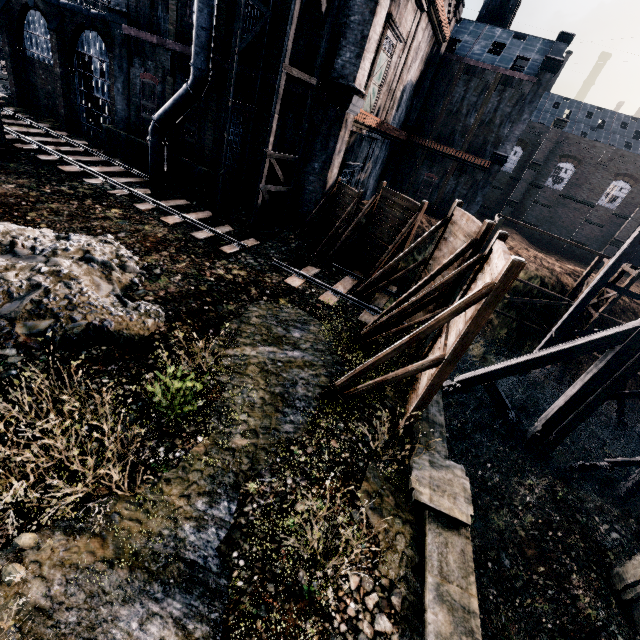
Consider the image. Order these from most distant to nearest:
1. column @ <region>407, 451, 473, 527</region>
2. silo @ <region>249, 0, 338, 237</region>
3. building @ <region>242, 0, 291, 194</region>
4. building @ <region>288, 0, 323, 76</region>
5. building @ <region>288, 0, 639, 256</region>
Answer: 1. building @ <region>288, 0, 639, 256</region>
2. building @ <region>242, 0, 291, 194</region>
3. building @ <region>288, 0, 323, 76</region>
4. silo @ <region>249, 0, 338, 237</region>
5. column @ <region>407, 451, 473, 527</region>

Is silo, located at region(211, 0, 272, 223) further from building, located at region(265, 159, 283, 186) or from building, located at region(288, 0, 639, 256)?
building, located at region(288, 0, 639, 256)

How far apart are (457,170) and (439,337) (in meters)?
25.64

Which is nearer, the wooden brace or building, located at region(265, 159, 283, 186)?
the wooden brace

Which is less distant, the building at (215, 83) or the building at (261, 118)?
the building at (261, 118)

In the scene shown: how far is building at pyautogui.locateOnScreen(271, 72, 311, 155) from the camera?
17.1m

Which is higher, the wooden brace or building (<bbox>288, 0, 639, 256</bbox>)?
building (<bbox>288, 0, 639, 256</bbox>)

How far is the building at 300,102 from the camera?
17.06m
